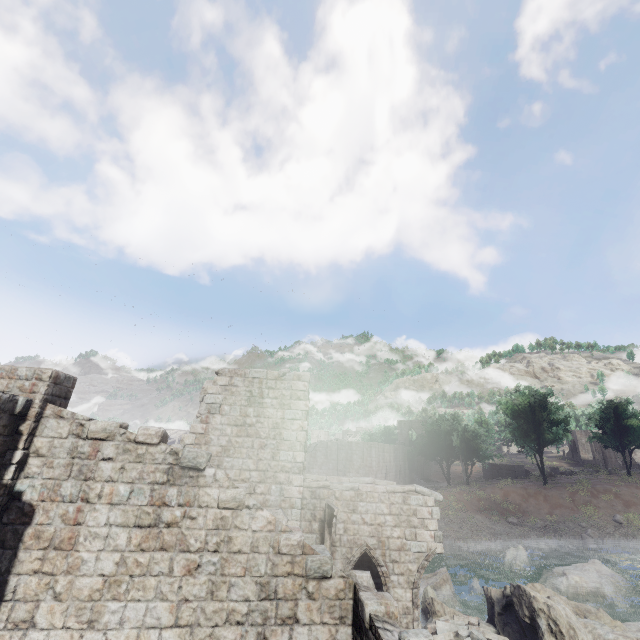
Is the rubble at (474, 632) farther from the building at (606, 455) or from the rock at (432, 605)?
the building at (606, 455)

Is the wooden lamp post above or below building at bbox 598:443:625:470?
below

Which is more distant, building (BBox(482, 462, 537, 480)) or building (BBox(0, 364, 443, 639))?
building (BBox(482, 462, 537, 480))

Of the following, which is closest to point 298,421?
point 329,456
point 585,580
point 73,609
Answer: point 73,609

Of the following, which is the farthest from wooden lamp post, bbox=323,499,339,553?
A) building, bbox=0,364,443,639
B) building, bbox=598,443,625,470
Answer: building, bbox=598,443,625,470

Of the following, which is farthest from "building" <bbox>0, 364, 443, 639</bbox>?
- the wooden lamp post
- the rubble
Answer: the wooden lamp post

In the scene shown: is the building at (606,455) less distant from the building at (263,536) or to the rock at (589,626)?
the building at (263,536)

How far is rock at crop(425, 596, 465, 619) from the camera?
14.6 meters
